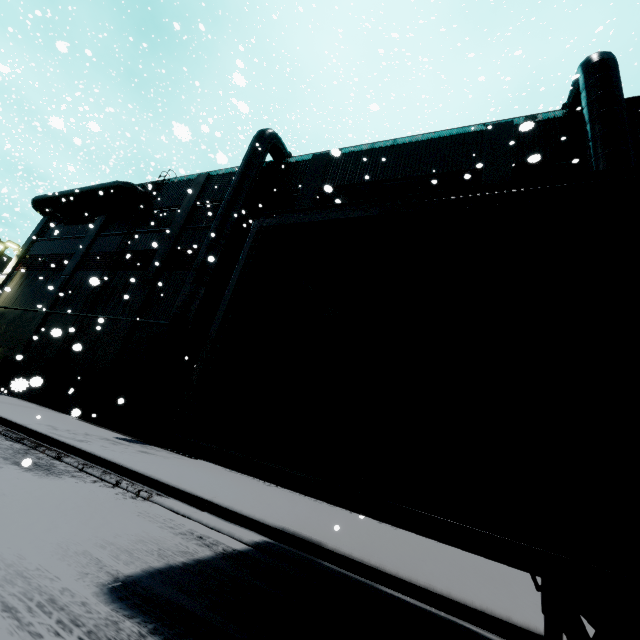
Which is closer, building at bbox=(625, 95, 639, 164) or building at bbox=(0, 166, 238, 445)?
building at bbox=(625, 95, 639, 164)

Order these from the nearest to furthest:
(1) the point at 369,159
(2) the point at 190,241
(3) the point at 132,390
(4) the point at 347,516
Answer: (4) the point at 347,516 → (3) the point at 132,390 → (1) the point at 369,159 → (2) the point at 190,241

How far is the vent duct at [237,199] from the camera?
12.4 meters

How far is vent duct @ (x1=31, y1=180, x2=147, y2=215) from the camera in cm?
2080

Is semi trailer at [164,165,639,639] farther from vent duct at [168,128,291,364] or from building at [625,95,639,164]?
vent duct at [168,128,291,364]

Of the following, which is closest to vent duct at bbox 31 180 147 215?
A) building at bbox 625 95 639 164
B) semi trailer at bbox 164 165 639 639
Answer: building at bbox 625 95 639 164

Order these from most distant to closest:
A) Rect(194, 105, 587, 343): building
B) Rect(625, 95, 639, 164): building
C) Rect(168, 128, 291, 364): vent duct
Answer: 1. Rect(168, 128, 291, 364): vent duct
2. Rect(194, 105, 587, 343): building
3. Rect(625, 95, 639, 164): building

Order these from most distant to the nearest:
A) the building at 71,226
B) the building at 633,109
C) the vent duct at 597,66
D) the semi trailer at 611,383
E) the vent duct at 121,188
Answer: the vent duct at 121,188 < the building at 71,226 < the building at 633,109 < the vent duct at 597,66 < the semi trailer at 611,383
